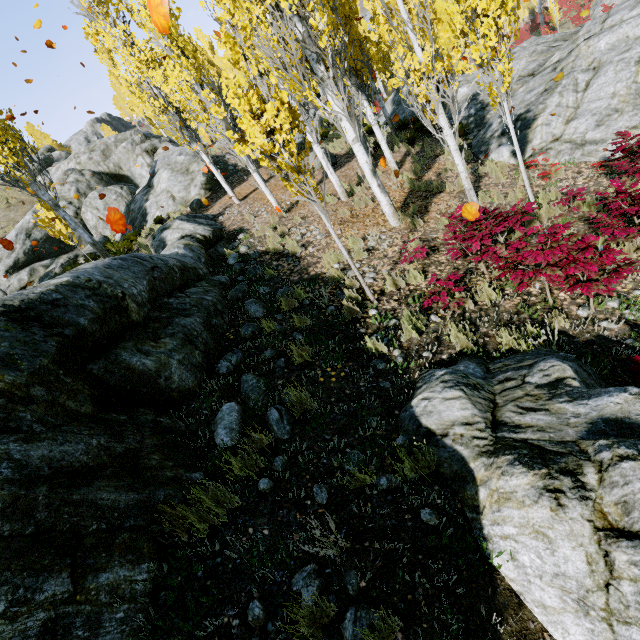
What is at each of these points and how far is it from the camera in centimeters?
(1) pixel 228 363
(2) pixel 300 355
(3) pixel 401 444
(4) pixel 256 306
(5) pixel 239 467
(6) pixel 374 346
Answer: (1) rock, 445cm
(2) instancedfoliageactor, 435cm
(3) instancedfoliageactor, 313cm
(4) rock, 564cm
(5) instancedfoliageactor, 305cm
(6) instancedfoliageactor, 432cm

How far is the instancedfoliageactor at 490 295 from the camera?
4.74m

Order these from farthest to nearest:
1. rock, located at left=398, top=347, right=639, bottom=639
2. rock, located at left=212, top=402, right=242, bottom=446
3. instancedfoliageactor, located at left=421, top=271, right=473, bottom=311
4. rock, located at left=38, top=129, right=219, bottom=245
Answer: rock, located at left=38, top=129, right=219, bottom=245, instancedfoliageactor, located at left=421, top=271, right=473, bottom=311, rock, located at left=212, top=402, right=242, bottom=446, rock, located at left=398, top=347, right=639, bottom=639

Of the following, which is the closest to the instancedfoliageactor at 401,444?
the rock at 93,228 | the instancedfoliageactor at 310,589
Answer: the rock at 93,228

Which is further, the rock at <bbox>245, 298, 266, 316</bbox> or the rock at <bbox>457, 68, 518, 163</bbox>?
the rock at <bbox>457, 68, 518, 163</bbox>

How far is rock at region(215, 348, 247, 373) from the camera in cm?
441

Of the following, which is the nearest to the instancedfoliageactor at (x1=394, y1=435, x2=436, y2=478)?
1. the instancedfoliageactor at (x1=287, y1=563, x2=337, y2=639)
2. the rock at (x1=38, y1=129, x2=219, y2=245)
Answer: the rock at (x1=38, y1=129, x2=219, y2=245)
